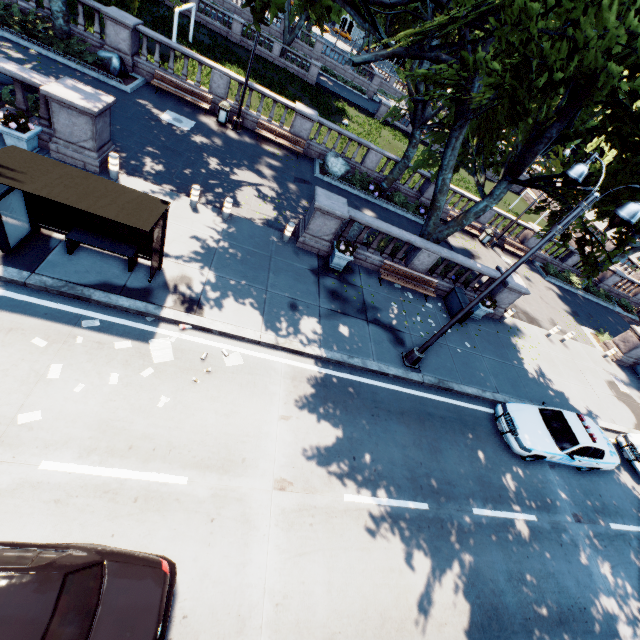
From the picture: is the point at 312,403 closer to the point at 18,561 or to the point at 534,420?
the point at 18,561

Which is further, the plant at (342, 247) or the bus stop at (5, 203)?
the plant at (342, 247)

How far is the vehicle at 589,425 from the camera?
10.80m

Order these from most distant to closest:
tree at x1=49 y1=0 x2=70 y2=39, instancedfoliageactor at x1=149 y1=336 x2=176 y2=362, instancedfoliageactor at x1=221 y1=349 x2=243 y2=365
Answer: tree at x1=49 y1=0 x2=70 y2=39, instancedfoliageactor at x1=221 y1=349 x2=243 y2=365, instancedfoliageactor at x1=149 y1=336 x2=176 y2=362

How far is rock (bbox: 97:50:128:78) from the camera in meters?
16.1

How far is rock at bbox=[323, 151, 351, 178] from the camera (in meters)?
19.61

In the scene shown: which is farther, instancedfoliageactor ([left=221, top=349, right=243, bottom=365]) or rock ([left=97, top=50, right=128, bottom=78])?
rock ([left=97, top=50, right=128, bottom=78])

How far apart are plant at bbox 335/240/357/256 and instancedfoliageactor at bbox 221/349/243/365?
5.9m
